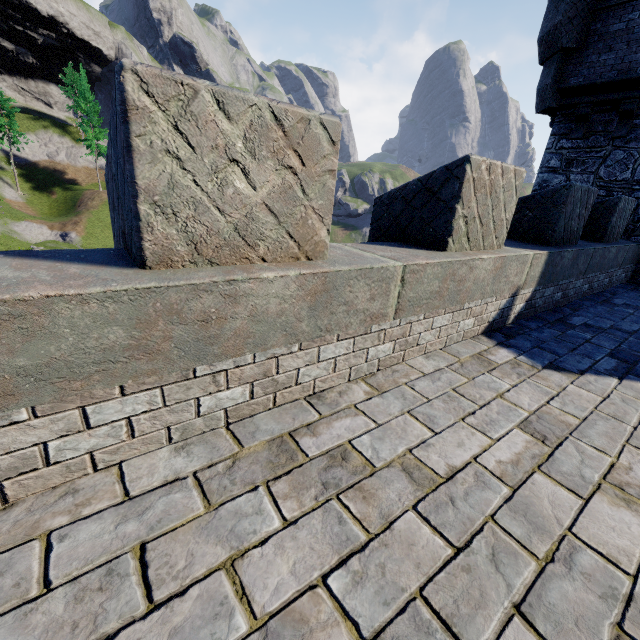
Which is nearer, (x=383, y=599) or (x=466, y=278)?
(x=383, y=599)

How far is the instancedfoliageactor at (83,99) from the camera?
46.4m

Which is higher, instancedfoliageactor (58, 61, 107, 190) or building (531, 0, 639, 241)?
instancedfoliageactor (58, 61, 107, 190)

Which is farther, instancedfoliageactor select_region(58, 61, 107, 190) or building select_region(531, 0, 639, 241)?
instancedfoliageactor select_region(58, 61, 107, 190)

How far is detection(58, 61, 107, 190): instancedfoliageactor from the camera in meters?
46.4

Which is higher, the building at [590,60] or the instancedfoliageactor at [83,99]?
the instancedfoliageactor at [83,99]
